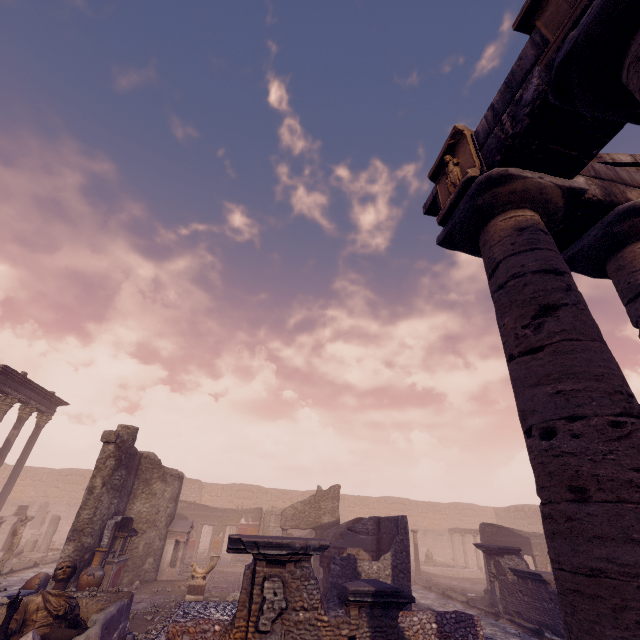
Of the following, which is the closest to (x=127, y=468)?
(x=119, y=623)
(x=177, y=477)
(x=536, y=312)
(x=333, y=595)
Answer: (x=177, y=477)

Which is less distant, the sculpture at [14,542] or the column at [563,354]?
the column at [563,354]

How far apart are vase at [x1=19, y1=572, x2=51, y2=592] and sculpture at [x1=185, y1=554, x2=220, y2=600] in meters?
4.1

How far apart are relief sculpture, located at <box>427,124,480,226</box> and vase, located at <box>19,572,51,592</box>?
15.4m

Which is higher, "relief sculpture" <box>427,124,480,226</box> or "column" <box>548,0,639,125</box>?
"relief sculpture" <box>427,124,480,226</box>

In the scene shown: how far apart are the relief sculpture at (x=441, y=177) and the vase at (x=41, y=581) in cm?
1540

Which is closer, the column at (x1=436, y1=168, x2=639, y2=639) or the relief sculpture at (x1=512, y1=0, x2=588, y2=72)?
the column at (x1=436, y1=168, x2=639, y2=639)

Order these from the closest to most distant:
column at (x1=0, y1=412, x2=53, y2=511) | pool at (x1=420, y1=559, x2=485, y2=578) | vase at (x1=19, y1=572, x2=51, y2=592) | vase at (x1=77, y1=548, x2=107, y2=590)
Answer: vase at (x1=77, y1=548, x2=107, y2=590) → vase at (x1=19, y1=572, x2=51, y2=592) → column at (x1=0, y1=412, x2=53, y2=511) → pool at (x1=420, y1=559, x2=485, y2=578)
